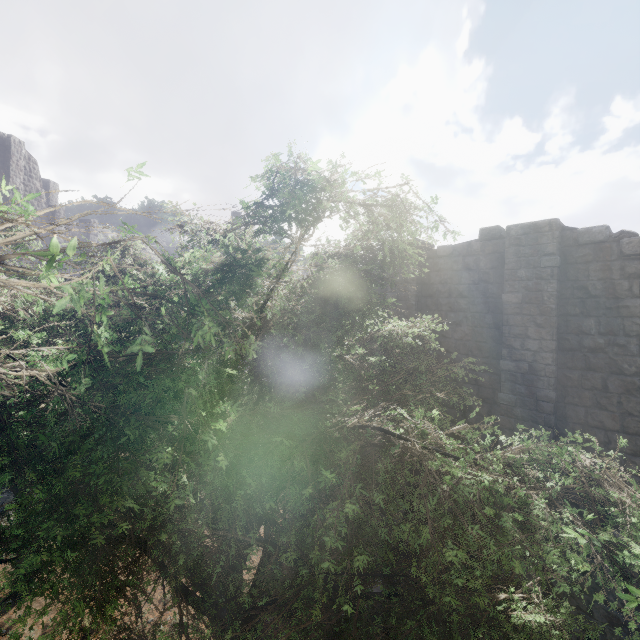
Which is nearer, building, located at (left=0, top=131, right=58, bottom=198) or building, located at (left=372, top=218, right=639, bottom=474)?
building, located at (left=372, top=218, right=639, bottom=474)

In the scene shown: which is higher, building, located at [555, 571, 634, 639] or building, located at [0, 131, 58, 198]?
building, located at [0, 131, 58, 198]

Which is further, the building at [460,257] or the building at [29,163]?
the building at [29,163]

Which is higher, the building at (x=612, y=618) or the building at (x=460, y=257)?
the building at (x=460, y=257)

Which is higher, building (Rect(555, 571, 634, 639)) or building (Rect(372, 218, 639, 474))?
building (Rect(372, 218, 639, 474))

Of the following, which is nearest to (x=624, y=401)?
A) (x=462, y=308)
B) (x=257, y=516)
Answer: (x=462, y=308)
